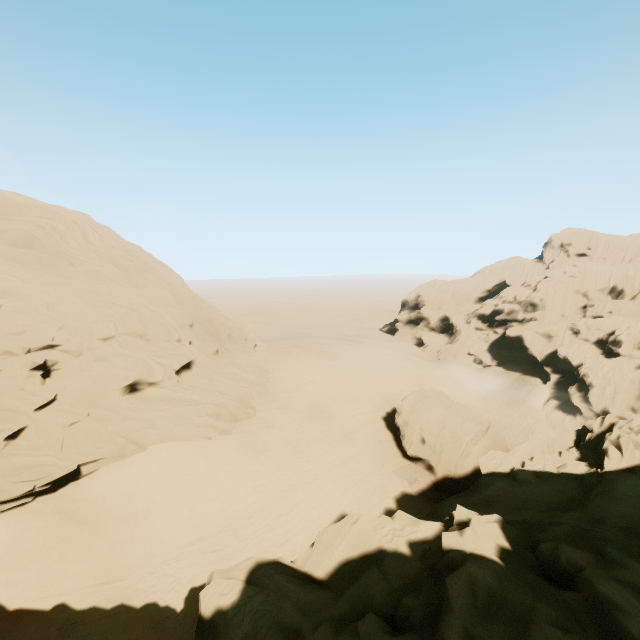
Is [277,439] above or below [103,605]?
above

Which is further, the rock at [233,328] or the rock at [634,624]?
the rock at [233,328]

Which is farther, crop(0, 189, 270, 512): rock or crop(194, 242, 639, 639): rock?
crop(0, 189, 270, 512): rock
